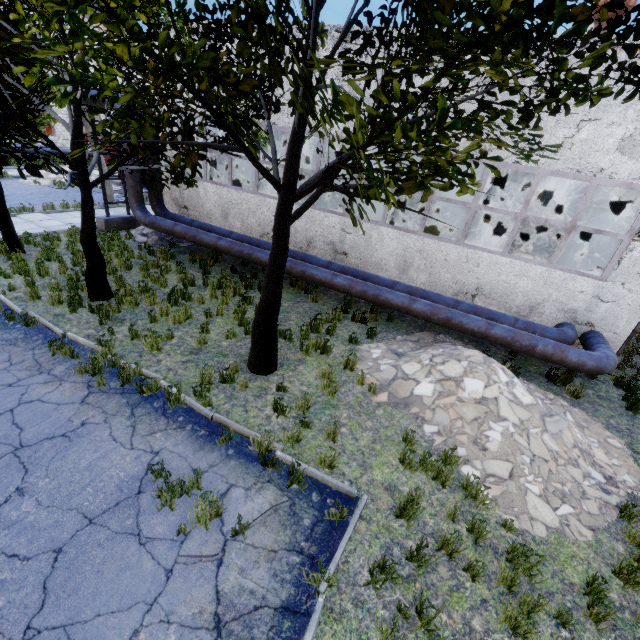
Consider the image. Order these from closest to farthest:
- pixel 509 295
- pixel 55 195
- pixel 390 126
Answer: pixel 390 126 → pixel 509 295 → pixel 55 195

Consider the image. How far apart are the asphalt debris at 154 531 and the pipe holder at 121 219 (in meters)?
13.45

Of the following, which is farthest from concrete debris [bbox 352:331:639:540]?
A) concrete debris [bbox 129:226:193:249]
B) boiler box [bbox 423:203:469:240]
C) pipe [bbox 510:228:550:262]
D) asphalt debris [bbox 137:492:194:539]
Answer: concrete debris [bbox 129:226:193:249]

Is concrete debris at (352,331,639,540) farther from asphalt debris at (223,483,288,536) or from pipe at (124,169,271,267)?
asphalt debris at (223,483,288,536)

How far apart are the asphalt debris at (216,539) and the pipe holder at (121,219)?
14.0 meters

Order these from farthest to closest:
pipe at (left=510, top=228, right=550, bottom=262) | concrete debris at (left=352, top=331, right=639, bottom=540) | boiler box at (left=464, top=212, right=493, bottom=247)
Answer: pipe at (left=510, top=228, right=550, bottom=262) → boiler box at (left=464, top=212, right=493, bottom=247) → concrete debris at (left=352, top=331, right=639, bottom=540)

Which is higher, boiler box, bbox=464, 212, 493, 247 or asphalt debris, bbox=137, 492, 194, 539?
boiler box, bbox=464, 212, 493, 247

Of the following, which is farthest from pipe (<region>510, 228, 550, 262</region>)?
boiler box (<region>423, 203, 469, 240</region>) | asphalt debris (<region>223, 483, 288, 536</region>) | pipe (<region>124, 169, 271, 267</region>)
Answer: asphalt debris (<region>223, 483, 288, 536</region>)
